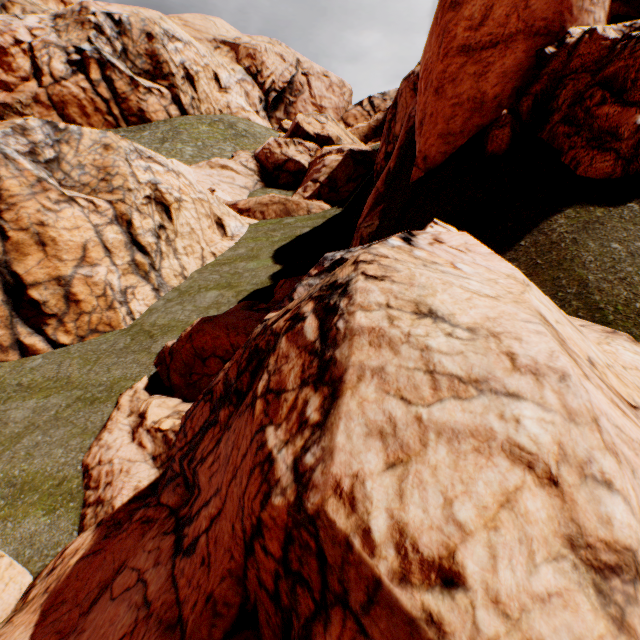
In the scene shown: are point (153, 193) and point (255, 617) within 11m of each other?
no
